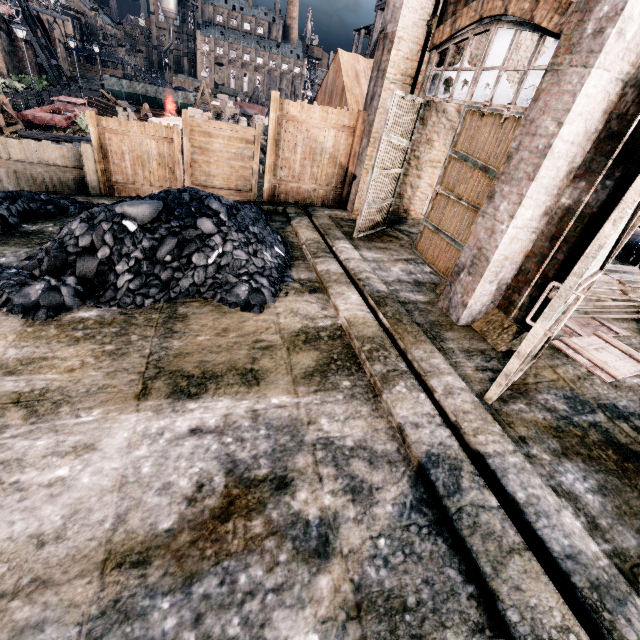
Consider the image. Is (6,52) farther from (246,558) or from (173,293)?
(246,558)

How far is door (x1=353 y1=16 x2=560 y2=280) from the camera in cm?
616

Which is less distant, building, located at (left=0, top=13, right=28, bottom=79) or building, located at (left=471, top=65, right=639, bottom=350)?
building, located at (left=471, top=65, right=639, bottom=350)

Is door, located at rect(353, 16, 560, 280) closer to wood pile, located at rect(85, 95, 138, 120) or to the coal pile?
the coal pile

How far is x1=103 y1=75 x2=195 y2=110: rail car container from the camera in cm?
4141

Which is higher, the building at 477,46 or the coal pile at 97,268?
the building at 477,46

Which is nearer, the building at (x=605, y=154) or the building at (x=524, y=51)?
the building at (x=605, y=154)

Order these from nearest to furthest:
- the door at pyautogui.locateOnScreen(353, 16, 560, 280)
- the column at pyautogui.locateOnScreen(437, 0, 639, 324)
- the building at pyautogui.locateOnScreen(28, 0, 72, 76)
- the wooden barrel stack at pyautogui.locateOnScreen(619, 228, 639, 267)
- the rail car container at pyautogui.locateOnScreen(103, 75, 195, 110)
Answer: the column at pyautogui.locateOnScreen(437, 0, 639, 324) < the door at pyautogui.locateOnScreen(353, 16, 560, 280) < the wooden barrel stack at pyautogui.locateOnScreen(619, 228, 639, 267) < the rail car container at pyautogui.locateOnScreen(103, 75, 195, 110) < the building at pyautogui.locateOnScreen(28, 0, 72, 76)
